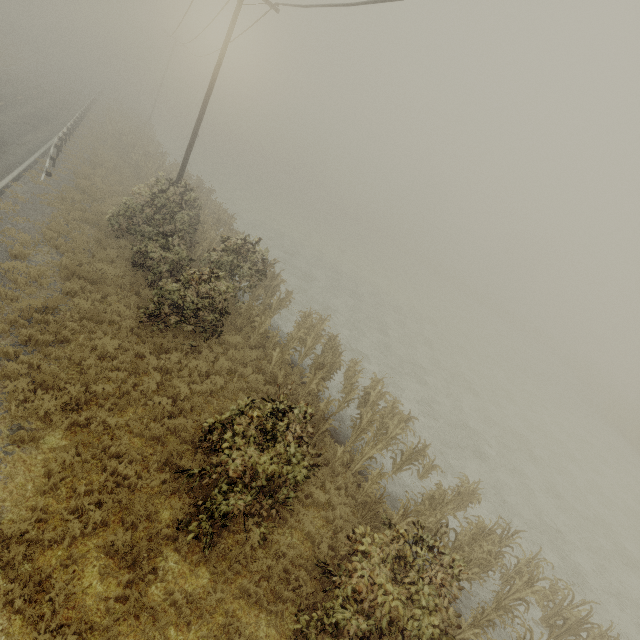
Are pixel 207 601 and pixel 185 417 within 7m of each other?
yes

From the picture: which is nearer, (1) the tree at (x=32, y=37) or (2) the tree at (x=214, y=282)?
(2) the tree at (x=214, y=282)

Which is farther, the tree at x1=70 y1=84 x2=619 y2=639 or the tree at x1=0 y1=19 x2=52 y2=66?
the tree at x1=0 y1=19 x2=52 y2=66
